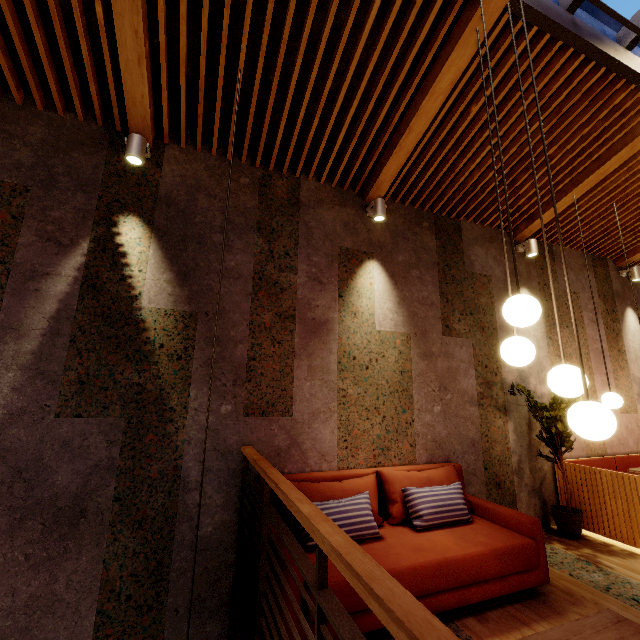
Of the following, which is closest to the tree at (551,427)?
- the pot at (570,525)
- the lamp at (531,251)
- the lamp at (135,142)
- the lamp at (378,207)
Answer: the pot at (570,525)

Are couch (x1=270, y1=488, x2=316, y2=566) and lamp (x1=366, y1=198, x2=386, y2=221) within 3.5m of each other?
yes

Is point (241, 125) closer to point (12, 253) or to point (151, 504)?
point (12, 253)

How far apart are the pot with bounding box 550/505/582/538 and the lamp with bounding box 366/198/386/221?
4.20m

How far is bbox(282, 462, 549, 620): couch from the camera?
2.34m

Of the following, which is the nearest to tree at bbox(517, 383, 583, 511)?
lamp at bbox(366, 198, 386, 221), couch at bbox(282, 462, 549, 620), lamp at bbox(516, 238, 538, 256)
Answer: couch at bbox(282, 462, 549, 620)

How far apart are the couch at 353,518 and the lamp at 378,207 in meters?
2.9 m

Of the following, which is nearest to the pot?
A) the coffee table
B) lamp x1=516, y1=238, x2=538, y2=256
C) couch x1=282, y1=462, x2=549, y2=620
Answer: couch x1=282, y1=462, x2=549, y2=620
